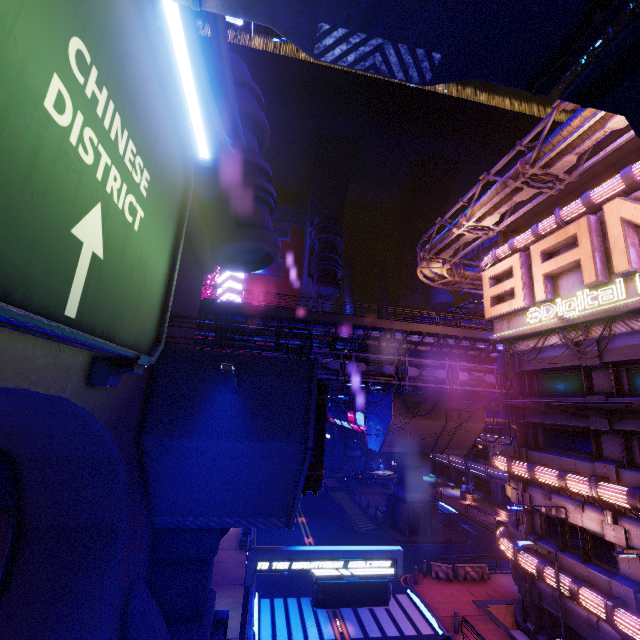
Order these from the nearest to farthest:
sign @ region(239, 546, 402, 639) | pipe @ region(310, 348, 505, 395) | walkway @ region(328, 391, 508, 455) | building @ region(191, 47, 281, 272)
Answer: sign @ region(239, 546, 402, 639), building @ region(191, 47, 281, 272), pipe @ region(310, 348, 505, 395), walkway @ region(328, 391, 508, 455)

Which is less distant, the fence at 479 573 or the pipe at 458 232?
the pipe at 458 232

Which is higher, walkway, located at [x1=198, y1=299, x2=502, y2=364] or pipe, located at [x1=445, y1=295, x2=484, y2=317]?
pipe, located at [x1=445, y1=295, x2=484, y2=317]

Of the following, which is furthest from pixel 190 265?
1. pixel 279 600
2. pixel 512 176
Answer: pixel 279 600

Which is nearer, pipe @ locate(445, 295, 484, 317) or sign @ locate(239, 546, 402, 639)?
sign @ locate(239, 546, 402, 639)

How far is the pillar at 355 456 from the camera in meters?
57.2

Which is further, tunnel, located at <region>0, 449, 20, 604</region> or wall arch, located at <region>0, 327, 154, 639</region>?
tunnel, located at <region>0, 449, 20, 604</region>

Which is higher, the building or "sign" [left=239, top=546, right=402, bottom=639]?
the building
